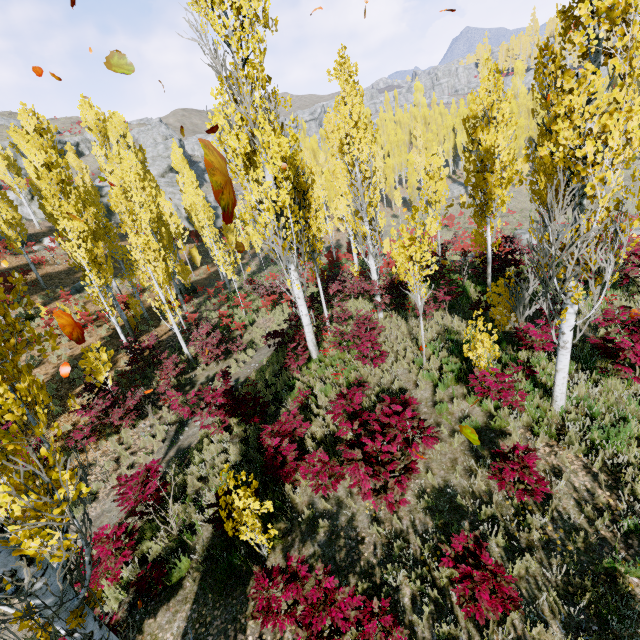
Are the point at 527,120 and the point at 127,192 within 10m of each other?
no

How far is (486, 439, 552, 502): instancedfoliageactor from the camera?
4.68m

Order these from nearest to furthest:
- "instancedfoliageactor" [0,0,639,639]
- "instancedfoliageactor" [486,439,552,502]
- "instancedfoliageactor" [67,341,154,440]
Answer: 1. "instancedfoliageactor" [0,0,639,639]
2. "instancedfoliageactor" [486,439,552,502]
3. "instancedfoliageactor" [67,341,154,440]

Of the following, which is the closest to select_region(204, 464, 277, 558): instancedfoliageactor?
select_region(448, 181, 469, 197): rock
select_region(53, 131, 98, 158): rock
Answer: select_region(448, 181, 469, 197): rock

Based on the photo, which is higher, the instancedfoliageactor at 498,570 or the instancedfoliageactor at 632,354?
the instancedfoliageactor at 632,354

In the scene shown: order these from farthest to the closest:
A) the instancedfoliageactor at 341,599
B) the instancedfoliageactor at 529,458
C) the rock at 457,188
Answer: the rock at 457,188, the instancedfoliageactor at 529,458, the instancedfoliageactor at 341,599

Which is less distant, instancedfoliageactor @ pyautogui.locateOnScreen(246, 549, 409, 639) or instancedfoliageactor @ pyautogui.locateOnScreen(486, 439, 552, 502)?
instancedfoliageactor @ pyautogui.locateOnScreen(246, 549, 409, 639)
